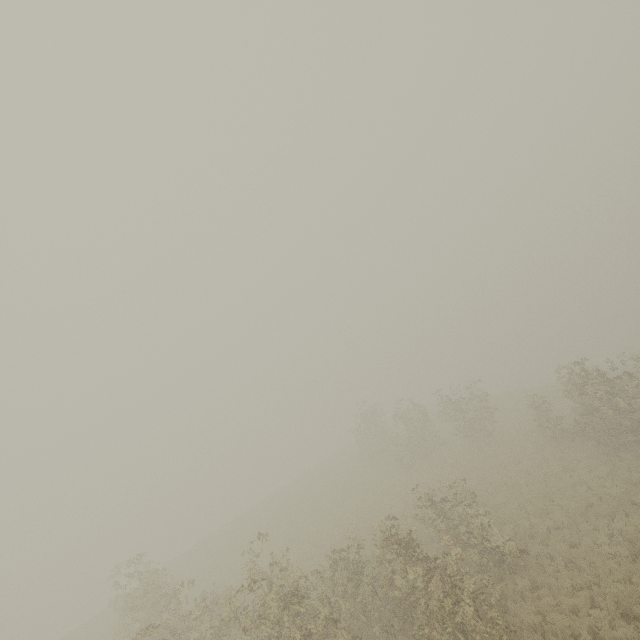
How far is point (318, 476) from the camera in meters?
39.0 m
